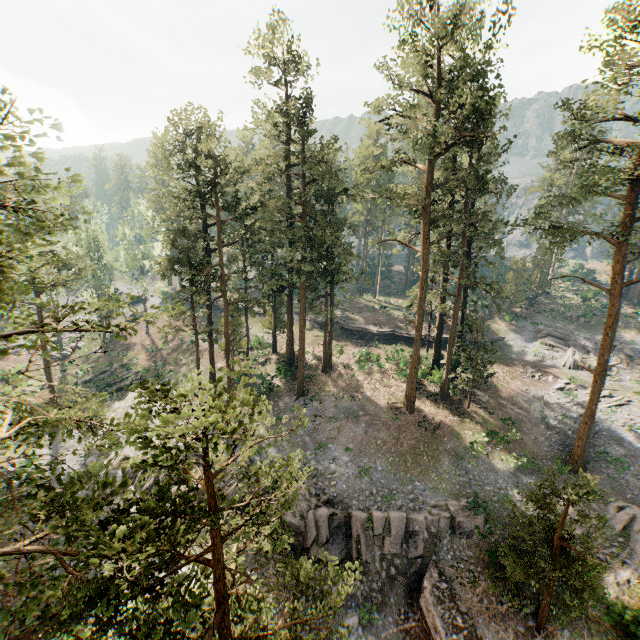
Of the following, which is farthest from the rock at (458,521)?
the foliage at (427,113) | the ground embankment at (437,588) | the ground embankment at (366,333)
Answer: the ground embankment at (366,333)

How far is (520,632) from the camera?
16.89m

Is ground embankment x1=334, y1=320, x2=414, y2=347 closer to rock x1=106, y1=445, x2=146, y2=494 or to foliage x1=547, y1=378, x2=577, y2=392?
foliage x1=547, y1=378, x2=577, y2=392

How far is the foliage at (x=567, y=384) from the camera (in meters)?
34.84

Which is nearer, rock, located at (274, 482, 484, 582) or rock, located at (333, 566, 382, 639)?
rock, located at (333, 566, 382, 639)

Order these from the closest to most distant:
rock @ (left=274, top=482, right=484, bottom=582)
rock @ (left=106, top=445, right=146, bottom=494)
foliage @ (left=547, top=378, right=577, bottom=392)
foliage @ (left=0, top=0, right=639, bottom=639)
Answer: foliage @ (left=0, top=0, right=639, bottom=639)
rock @ (left=274, top=482, right=484, bottom=582)
rock @ (left=106, top=445, right=146, bottom=494)
foliage @ (left=547, top=378, right=577, bottom=392)

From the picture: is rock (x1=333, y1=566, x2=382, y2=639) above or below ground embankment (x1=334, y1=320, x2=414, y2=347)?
below
